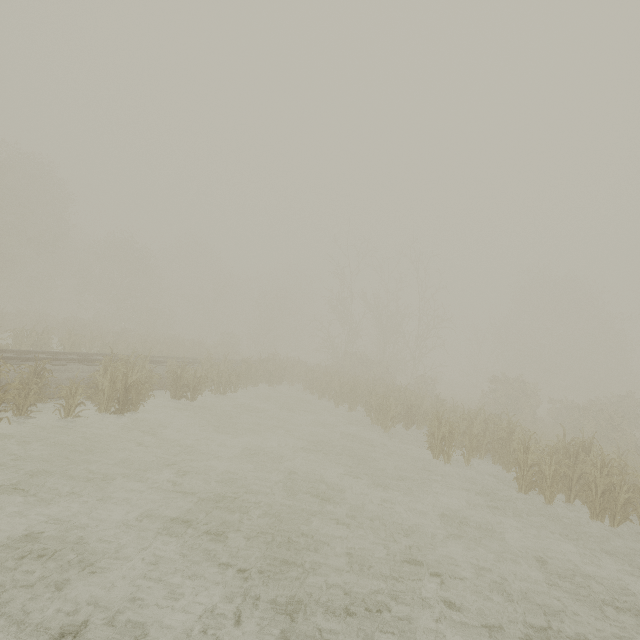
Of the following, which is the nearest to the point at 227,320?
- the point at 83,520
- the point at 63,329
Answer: the point at 63,329
